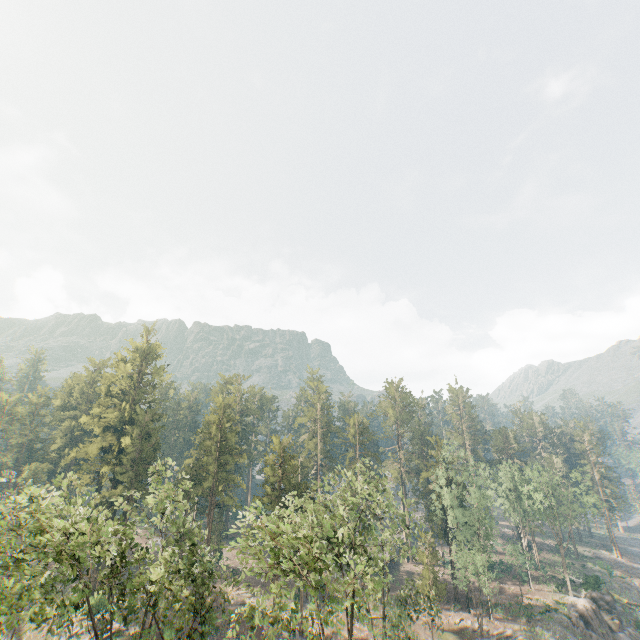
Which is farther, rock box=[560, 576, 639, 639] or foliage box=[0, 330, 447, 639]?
rock box=[560, 576, 639, 639]

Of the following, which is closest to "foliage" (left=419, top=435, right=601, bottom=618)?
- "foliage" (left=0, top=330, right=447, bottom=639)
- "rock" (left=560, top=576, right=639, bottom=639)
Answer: "rock" (left=560, top=576, right=639, bottom=639)

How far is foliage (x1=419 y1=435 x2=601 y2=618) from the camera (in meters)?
44.00

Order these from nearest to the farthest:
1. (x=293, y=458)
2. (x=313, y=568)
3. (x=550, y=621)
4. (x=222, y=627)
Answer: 1. (x=313, y=568)
2. (x=222, y=627)
3. (x=550, y=621)
4. (x=293, y=458)

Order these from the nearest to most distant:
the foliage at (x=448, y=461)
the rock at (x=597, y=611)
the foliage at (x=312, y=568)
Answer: the foliage at (x=312, y=568) → the rock at (x=597, y=611) → the foliage at (x=448, y=461)

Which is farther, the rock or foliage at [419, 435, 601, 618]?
foliage at [419, 435, 601, 618]

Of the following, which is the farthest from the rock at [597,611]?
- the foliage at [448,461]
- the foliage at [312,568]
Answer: the foliage at [312,568]

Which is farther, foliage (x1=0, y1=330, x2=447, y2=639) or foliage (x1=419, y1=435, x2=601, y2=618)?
foliage (x1=419, y1=435, x2=601, y2=618)
